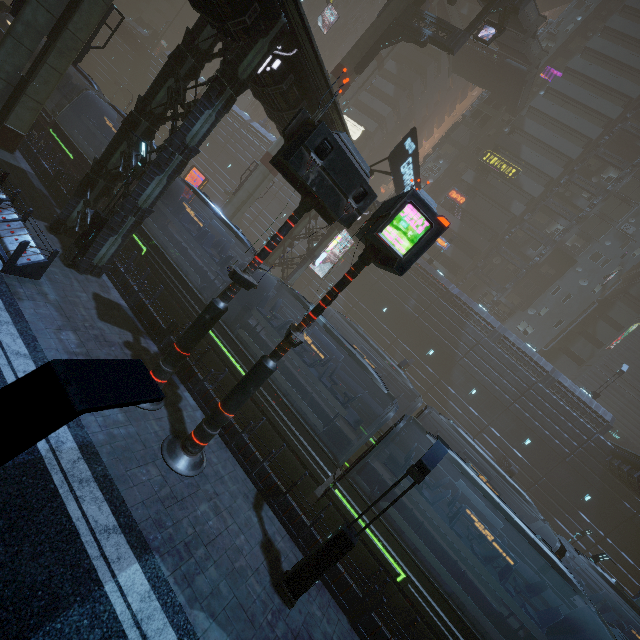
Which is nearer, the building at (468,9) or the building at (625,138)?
the building at (625,138)

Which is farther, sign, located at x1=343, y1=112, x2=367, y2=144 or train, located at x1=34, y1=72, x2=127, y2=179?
sign, located at x1=343, y1=112, x2=367, y2=144

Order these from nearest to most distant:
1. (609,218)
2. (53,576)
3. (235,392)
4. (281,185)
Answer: (53,576) < (235,392) < (609,218) < (281,185)

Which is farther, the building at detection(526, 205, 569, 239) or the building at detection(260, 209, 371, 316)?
the building at detection(526, 205, 569, 239)

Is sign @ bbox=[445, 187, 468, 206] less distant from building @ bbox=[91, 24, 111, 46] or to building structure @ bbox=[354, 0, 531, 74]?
building @ bbox=[91, 24, 111, 46]

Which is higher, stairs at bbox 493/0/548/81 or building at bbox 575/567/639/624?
stairs at bbox 493/0/548/81

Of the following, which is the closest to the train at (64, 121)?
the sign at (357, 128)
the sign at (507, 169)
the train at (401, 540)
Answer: the train at (401, 540)

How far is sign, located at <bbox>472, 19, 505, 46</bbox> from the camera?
23.9 meters
